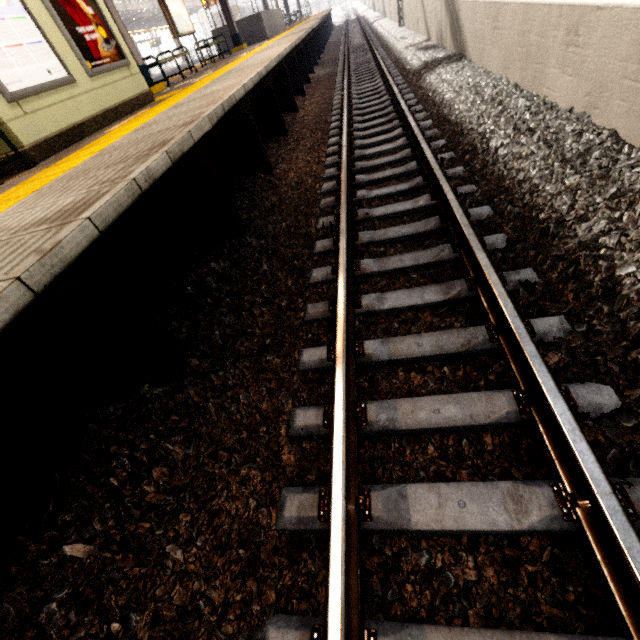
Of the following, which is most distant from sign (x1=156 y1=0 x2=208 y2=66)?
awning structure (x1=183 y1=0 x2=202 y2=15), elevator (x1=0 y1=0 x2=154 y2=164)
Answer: awning structure (x1=183 y1=0 x2=202 y2=15)

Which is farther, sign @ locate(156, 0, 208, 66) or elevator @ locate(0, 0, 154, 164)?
sign @ locate(156, 0, 208, 66)

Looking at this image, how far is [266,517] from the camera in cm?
170

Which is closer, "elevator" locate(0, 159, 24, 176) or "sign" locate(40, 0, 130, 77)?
"elevator" locate(0, 159, 24, 176)

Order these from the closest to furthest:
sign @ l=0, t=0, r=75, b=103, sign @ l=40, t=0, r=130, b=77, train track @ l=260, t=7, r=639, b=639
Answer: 1. train track @ l=260, t=7, r=639, b=639
2. sign @ l=0, t=0, r=75, b=103
3. sign @ l=40, t=0, r=130, b=77

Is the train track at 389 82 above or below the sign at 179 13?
below

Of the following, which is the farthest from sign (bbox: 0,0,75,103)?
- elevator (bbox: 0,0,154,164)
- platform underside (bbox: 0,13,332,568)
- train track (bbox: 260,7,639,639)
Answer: train track (bbox: 260,7,639,639)

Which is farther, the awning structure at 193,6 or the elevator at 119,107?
the awning structure at 193,6
